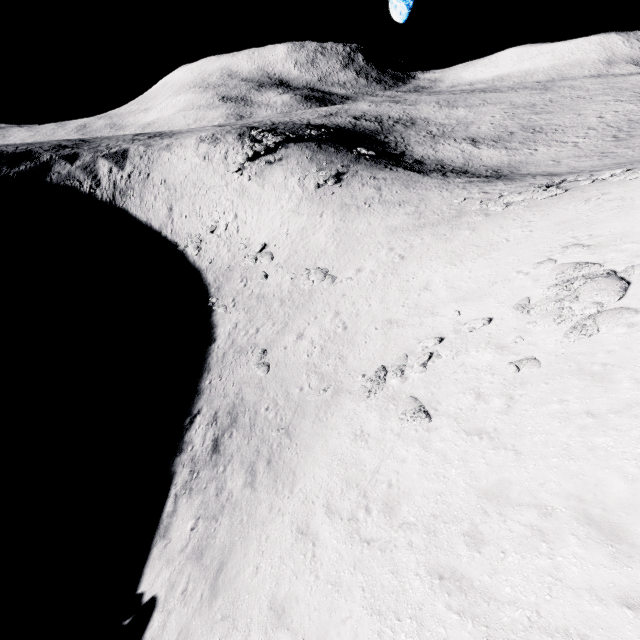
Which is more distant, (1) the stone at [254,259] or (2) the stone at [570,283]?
(1) the stone at [254,259]

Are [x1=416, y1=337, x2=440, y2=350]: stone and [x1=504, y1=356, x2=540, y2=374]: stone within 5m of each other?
yes

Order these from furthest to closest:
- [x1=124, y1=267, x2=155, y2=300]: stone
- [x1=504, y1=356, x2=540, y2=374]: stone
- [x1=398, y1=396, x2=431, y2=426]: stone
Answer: [x1=124, y1=267, x2=155, y2=300]: stone, [x1=398, y1=396, x2=431, y2=426]: stone, [x1=504, y1=356, x2=540, y2=374]: stone

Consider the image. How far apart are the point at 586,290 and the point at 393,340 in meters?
8.8

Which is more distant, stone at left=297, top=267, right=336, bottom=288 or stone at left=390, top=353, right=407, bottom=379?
stone at left=297, top=267, right=336, bottom=288

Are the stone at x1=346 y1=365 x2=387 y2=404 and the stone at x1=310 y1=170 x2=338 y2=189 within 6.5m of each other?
no

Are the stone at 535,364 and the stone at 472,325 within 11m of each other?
yes

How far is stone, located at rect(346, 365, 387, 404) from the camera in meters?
15.1 m
